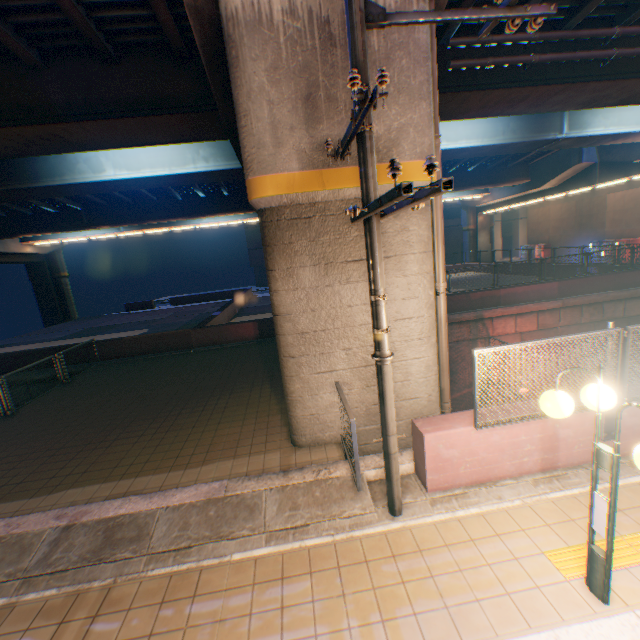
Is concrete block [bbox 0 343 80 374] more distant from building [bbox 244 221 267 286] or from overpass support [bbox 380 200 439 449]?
building [bbox 244 221 267 286]

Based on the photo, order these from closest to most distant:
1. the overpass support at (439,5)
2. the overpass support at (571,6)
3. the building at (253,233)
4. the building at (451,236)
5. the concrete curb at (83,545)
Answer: the concrete curb at (83,545)
the overpass support at (439,5)
the overpass support at (571,6)
the building at (253,233)
the building at (451,236)

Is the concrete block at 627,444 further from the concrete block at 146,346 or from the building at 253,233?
the building at 253,233

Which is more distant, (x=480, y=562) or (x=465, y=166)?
(x=465, y=166)

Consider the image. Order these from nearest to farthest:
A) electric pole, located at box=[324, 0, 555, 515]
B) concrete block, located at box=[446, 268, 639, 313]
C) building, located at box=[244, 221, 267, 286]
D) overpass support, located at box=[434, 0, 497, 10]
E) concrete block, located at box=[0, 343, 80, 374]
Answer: electric pole, located at box=[324, 0, 555, 515]
overpass support, located at box=[434, 0, 497, 10]
concrete block, located at box=[0, 343, 80, 374]
concrete block, located at box=[446, 268, 639, 313]
building, located at box=[244, 221, 267, 286]

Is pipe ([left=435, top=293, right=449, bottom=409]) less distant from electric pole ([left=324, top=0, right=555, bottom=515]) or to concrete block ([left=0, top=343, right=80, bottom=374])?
electric pole ([left=324, top=0, right=555, bottom=515])

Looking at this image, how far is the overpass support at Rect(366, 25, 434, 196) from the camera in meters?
5.0 m

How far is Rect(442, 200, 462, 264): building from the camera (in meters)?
47.62
